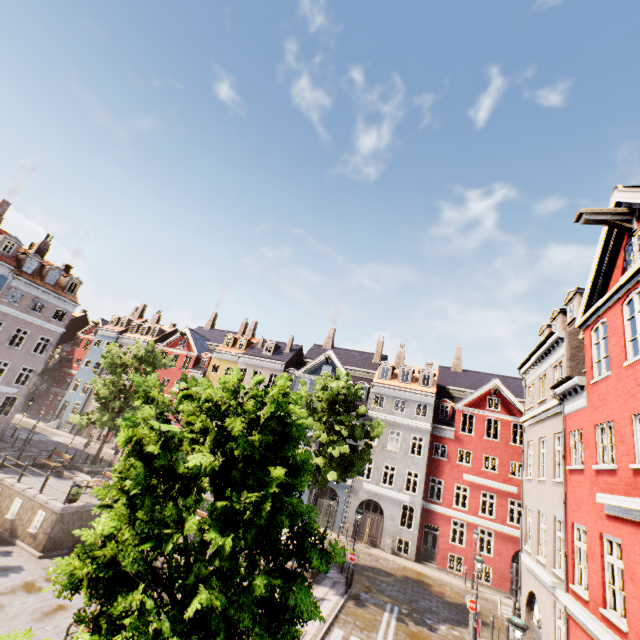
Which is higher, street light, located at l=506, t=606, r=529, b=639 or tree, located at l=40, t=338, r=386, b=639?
tree, located at l=40, t=338, r=386, b=639

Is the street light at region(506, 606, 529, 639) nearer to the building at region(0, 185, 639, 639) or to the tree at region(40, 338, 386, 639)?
the tree at region(40, 338, 386, 639)

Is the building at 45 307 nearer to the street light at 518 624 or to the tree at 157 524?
the street light at 518 624

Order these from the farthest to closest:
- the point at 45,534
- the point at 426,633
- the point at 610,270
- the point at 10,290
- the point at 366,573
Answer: the point at 10,290, the point at 366,573, the point at 45,534, the point at 426,633, the point at 610,270

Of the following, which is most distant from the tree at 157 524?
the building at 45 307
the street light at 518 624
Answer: the building at 45 307

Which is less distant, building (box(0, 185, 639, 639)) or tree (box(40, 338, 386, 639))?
tree (box(40, 338, 386, 639))

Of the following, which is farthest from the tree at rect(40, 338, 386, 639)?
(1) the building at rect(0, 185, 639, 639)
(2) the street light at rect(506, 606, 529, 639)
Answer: (1) the building at rect(0, 185, 639, 639)
